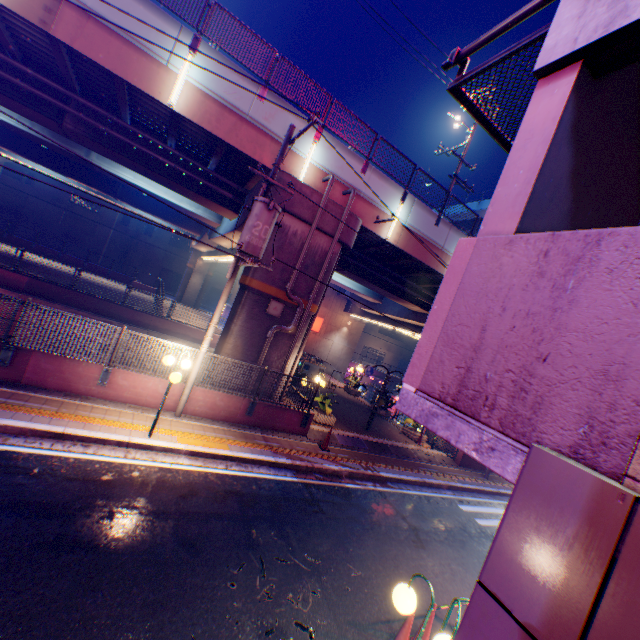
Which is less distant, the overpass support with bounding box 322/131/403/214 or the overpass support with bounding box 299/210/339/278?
the overpass support with bounding box 299/210/339/278

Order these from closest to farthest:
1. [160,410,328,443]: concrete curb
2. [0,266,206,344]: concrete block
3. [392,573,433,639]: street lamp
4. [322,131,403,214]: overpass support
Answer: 1. [392,573,433,639]: street lamp
2. [160,410,328,443]: concrete curb
3. [322,131,403,214]: overpass support
4. [0,266,206,344]: concrete block

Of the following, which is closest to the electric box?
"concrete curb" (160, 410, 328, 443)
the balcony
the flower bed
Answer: "concrete curb" (160, 410, 328, 443)

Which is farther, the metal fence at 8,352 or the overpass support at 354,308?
the overpass support at 354,308

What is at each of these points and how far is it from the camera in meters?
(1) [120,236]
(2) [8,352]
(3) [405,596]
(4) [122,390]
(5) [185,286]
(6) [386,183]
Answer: (1) building, 46.2
(2) metal fence, 8.2
(3) street lamp, 3.7
(4) concrete block, 9.6
(5) overpass support, 39.8
(6) overpass support, 14.9

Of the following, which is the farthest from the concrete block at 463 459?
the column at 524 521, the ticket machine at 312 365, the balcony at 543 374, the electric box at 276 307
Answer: the column at 524 521

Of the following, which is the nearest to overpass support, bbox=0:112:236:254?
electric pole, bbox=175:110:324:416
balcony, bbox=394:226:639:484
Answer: electric pole, bbox=175:110:324:416

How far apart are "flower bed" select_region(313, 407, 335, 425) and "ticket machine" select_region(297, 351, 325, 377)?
8.9m
